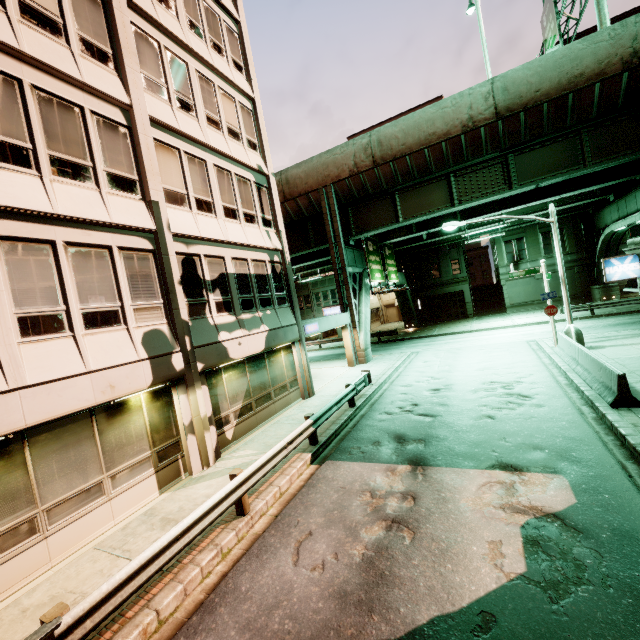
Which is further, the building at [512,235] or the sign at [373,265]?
the building at [512,235]

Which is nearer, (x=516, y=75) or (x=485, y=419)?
(x=485, y=419)

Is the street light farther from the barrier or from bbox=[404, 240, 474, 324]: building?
bbox=[404, 240, 474, 324]: building

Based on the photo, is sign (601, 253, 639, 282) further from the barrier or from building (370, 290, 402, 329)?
building (370, 290, 402, 329)

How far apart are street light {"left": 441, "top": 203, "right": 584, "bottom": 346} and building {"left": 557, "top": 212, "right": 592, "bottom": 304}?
21.53m

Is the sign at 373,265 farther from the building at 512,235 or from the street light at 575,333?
the building at 512,235

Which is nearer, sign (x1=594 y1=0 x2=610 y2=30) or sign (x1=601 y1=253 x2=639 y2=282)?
sign (x1=601 y1=253 x2=639 y2=282)
